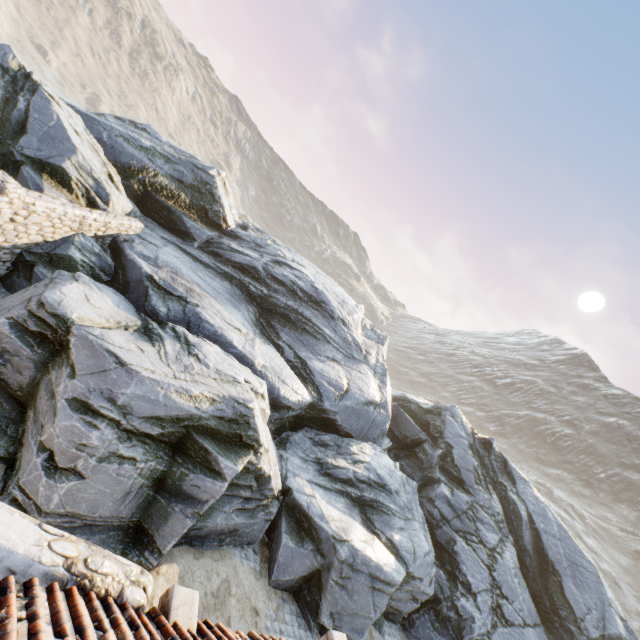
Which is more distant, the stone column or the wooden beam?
the stone column

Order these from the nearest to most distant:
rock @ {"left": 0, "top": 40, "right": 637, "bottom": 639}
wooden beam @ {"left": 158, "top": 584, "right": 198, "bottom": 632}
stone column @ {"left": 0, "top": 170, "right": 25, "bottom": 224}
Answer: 1. wooden beam @ {"left": 158, "top": 584, "right": 198, "bottom": 632}
2. rock @ {"left": 0, "top": 40, "right": 637, "bottom": 639}
3. stone column @ {"left": 0, "top": 170, "right": 25, "bottom": 224}

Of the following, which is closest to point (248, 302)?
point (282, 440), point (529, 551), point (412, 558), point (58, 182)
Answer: point (282, 440)

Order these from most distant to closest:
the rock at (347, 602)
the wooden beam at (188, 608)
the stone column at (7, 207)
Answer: the stone column at (7, 207)
the rock at (347, 602)
the wooden beam at (188, 608)

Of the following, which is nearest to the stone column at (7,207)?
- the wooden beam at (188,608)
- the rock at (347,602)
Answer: the rock at (347,602)

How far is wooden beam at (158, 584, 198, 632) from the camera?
3.62m

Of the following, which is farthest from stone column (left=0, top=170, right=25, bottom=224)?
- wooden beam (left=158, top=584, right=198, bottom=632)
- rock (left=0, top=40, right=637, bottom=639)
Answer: wooden beam (left=158, top=584, right=198, bottom=632)
